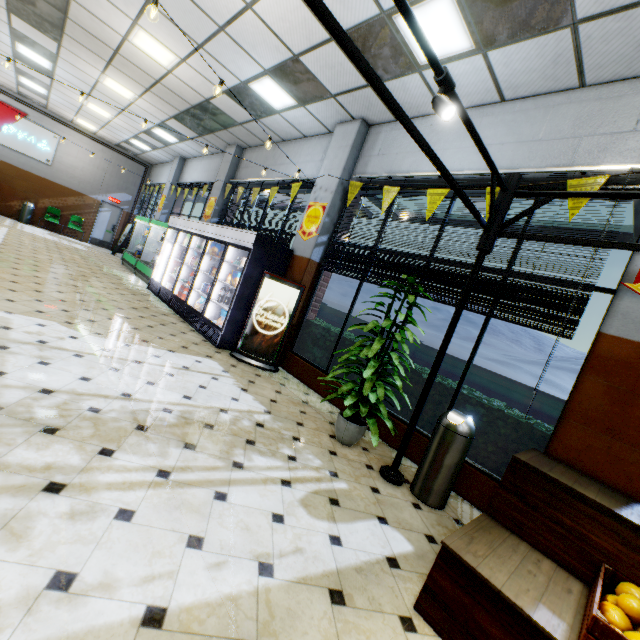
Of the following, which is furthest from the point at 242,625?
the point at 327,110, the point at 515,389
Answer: the point at 515,389

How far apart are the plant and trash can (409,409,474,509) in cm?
92

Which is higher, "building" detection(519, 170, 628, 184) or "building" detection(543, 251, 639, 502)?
"building" detection(519, 170, 628, 184)

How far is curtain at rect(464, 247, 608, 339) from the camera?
3.3 meters

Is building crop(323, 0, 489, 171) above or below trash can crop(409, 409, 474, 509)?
above

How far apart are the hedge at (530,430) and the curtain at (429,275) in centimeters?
77cm

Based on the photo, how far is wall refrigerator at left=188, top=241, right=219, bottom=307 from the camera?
7.28m

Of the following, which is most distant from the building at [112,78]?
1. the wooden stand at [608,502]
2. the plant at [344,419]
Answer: the plant at [344,419]
